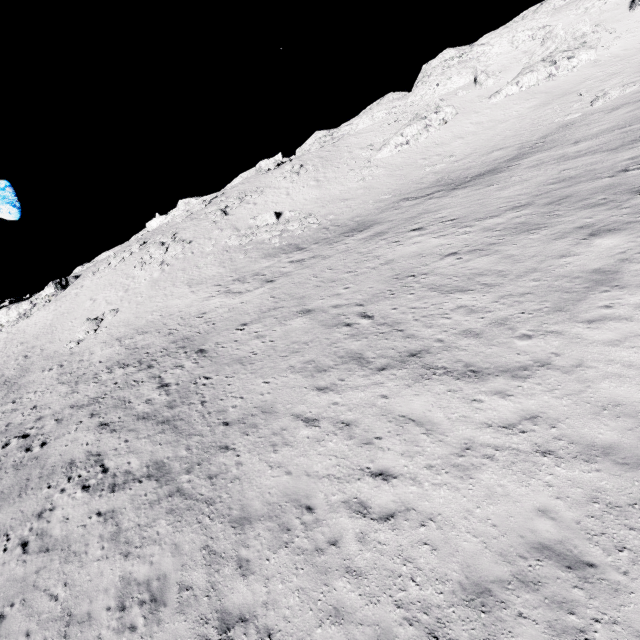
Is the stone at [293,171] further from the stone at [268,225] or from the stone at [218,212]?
the stone at [268,225]

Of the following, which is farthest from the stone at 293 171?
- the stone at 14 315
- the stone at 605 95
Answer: the stone at 14 315

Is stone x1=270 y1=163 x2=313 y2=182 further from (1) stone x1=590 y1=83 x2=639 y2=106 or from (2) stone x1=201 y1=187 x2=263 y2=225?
(1) stone x1=590 y1=83 x2=639 y2=106

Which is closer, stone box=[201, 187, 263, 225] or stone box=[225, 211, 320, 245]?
stone box=[225, 211, 320, 245]

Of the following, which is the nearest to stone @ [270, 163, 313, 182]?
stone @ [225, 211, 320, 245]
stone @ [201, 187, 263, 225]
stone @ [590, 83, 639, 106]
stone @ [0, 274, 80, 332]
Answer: stone @ [201, 187, 263, 225]

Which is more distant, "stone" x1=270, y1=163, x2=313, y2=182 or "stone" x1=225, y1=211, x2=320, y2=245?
"stone" x1=270, y1=163, x2=313, y2=182

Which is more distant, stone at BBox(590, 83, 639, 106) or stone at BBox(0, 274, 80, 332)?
stone at BBox(0, 274, 80, 332)

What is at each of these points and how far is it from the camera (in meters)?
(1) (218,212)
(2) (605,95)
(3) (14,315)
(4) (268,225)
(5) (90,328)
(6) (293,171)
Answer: (1) stone, 42.88
(2) stone, 30.36
(3) stone, 42.69
(4) stone, 36.25
(5) stone, 31.25
(6) stone, 46.34
